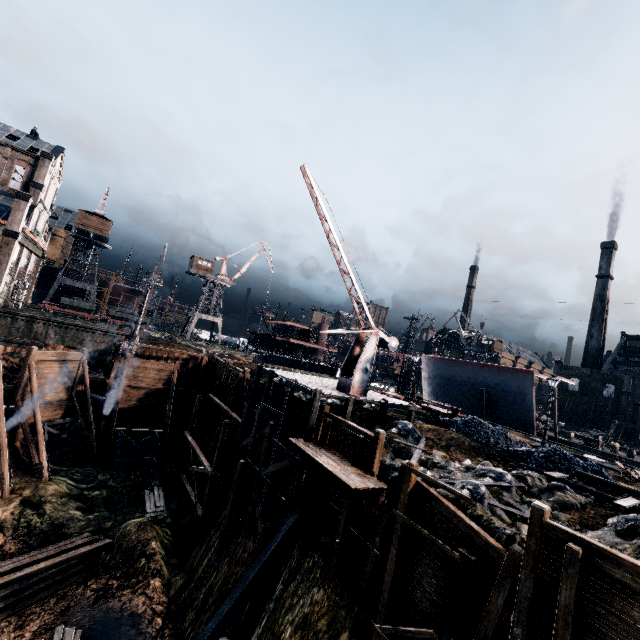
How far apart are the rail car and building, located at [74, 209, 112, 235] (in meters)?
12.83

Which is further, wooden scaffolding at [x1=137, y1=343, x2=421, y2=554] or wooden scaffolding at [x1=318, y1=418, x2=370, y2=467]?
wooden scaffolding at [x1=137, y1=343, x2=421, y2=554]

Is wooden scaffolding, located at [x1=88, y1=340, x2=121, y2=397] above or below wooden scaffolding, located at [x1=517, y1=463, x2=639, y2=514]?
below

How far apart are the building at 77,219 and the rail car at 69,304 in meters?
12.8 m

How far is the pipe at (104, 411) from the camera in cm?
2895

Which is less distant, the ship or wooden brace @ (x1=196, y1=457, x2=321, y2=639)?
wooden brace @ (x1=196, y1=457, x2=321, y2=639)

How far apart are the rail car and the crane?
49.4m

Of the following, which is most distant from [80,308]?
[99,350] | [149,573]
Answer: [149,573]
